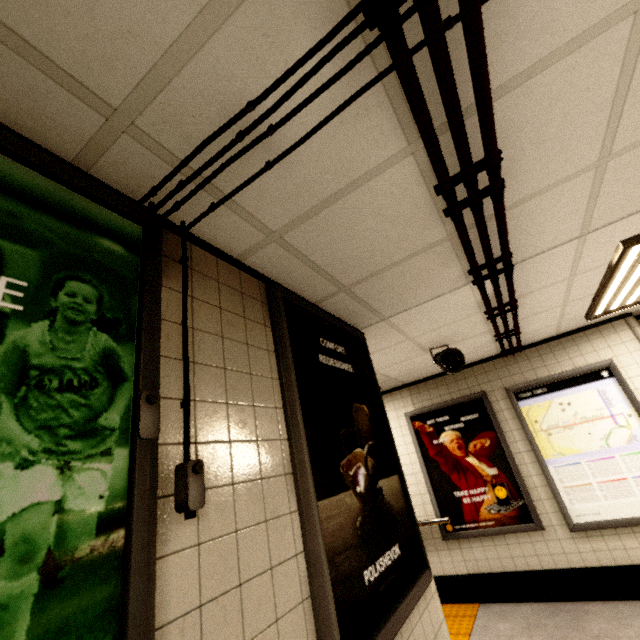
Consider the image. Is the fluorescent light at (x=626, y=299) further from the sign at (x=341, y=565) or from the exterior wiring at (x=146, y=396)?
the exterior wiring at (x=146, y=396)

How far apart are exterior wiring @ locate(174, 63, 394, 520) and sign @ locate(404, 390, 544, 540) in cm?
470

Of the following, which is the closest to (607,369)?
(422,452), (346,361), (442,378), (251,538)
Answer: (442,378)

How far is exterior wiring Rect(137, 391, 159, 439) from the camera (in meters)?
0.88

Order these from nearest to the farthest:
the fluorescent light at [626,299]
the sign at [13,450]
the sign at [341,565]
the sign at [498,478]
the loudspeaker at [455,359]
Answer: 1. the sign at [13,450]
2. the sign at [341,565]
3. the fluorescent light at [626,299]
4. the loudspeaker at [455,359]
5. the sign at [498,478]

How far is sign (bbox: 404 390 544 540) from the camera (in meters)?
4.25

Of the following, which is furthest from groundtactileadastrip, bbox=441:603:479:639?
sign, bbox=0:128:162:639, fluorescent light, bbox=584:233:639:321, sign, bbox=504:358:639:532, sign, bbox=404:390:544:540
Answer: fluorescent light, bbox=584:233:639:321

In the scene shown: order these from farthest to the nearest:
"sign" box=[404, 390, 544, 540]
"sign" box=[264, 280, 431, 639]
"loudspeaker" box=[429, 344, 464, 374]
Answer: "sign" box=[404, 390, 544, 540]
"loudspeaker" box=[429, 344, 464, 374]
"sign" box=[264, 280, 431, 639]
